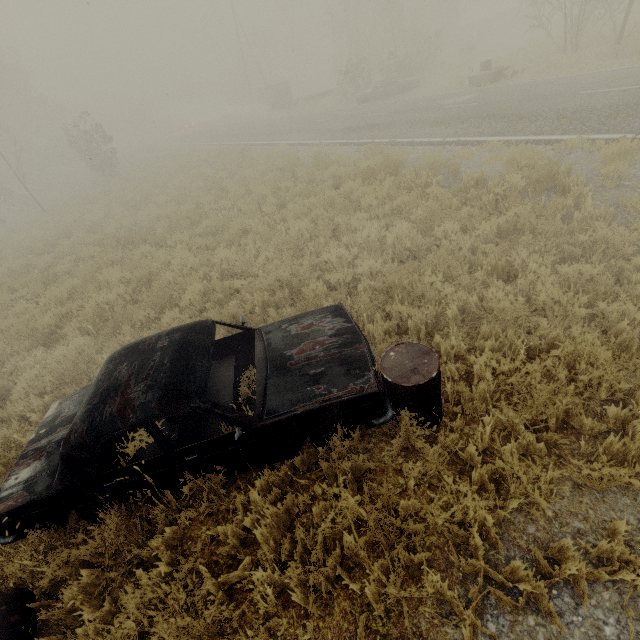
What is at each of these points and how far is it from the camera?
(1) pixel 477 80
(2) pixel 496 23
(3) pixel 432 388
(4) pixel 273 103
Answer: (1) dresser, 16.5m
(2) concrete pipe, 37.0m
(3) oil drum, 3.1m
(4) truck, 33.8m

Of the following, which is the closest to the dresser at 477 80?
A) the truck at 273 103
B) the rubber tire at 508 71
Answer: the rubber tire at 508 71

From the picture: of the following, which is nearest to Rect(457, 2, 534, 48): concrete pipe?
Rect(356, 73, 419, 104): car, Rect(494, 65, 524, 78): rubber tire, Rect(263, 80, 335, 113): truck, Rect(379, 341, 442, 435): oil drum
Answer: Rect(263, 80, 335, 113): truck

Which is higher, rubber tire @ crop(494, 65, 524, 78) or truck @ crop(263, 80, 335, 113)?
truck @ crop(263, 80, 335, 113)

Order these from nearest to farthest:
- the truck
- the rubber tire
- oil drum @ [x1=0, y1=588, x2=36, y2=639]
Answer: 1. oil drum @ [x1=0, y1=588, x2=36, y2=639]
2. the rubber tire
3. the truck

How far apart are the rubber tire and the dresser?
0.2m

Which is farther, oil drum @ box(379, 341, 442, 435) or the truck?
the truck

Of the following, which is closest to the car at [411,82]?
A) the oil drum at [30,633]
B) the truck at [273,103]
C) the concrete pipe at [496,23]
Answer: the truck at [273,103]
